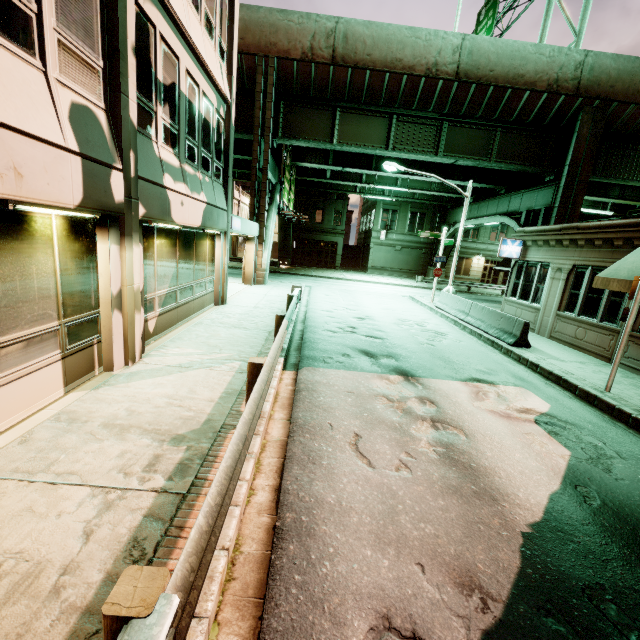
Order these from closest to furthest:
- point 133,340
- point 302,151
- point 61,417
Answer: point 61,417, point 133,340, point 302,151

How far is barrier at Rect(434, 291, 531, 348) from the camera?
11.74m

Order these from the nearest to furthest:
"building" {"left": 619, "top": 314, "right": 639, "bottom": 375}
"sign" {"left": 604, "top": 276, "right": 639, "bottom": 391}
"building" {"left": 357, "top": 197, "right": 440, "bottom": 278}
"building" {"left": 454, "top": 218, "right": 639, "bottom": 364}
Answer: "sign" {"left": 604, "top": 276, "right": 639, "bottom": 391} < "building" {"left": 619, "top": 314, "right": 639, "bottom": 375} < "building" {"left": 454, "top": 218, "right": 639, "bottom": 364} < "building" {"left": 357, "top": 197, "right": 440, "bottom": 278}

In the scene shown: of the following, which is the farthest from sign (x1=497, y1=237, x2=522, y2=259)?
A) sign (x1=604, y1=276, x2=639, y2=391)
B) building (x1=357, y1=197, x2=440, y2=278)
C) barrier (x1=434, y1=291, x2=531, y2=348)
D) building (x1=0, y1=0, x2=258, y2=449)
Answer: building (x1=357, y1=197, x2=440, y2=278)

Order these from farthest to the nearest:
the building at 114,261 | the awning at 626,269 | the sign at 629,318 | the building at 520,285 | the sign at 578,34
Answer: the sign at 578,34 < the building at 520,285 < the awning at 626,269 < the sign at 629,318 < the building at 114,261

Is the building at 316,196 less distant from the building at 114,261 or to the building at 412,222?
the building at 412,222

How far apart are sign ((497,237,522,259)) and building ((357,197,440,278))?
24.79m

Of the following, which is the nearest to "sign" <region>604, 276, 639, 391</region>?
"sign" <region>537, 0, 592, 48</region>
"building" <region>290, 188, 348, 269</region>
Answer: "sign" <region>537, 0, 592, 48</region>
